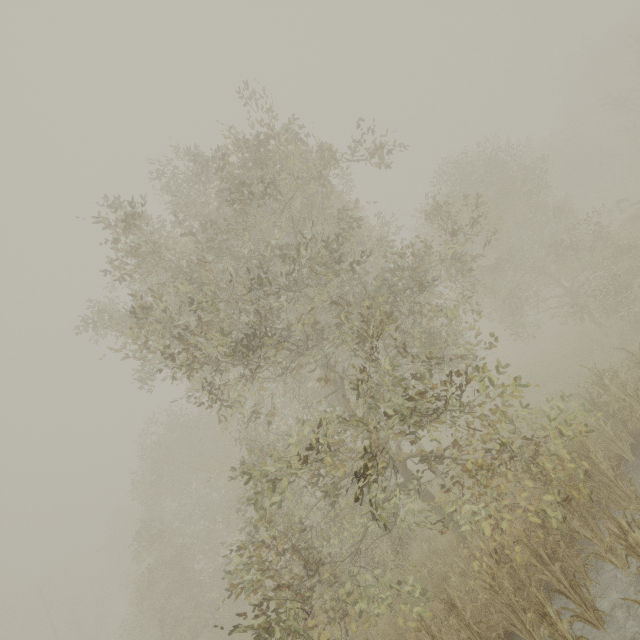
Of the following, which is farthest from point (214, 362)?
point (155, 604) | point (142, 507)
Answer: point (155, 604)
